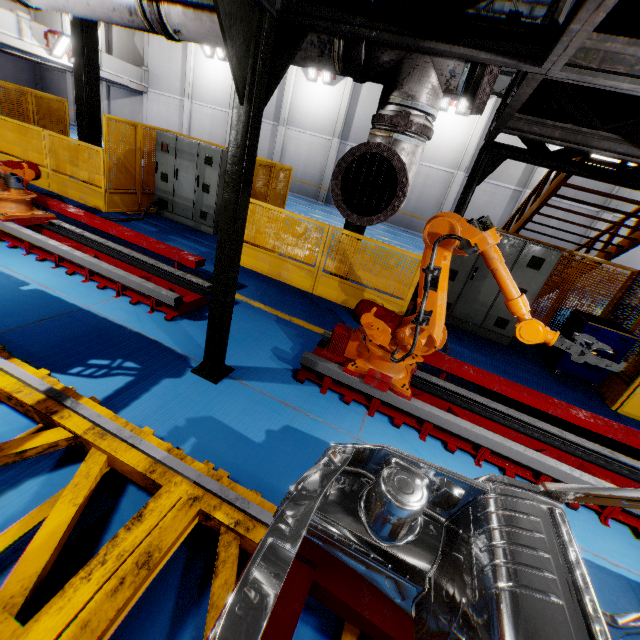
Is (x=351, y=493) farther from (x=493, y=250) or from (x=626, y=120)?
(x=626, y=120)

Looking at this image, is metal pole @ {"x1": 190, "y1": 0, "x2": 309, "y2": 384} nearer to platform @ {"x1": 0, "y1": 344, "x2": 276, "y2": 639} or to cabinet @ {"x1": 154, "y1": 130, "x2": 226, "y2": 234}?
platform @ {"x1": 0, "y1": 344, "x2": 276, "y2": 639}

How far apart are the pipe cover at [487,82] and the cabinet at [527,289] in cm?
434

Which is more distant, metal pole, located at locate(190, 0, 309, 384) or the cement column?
the cement column

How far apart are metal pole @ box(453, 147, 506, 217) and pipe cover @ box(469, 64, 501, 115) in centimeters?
271cm

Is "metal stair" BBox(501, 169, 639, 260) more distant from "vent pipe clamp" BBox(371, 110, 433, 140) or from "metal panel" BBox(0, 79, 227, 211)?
"vent pipe clamp" BBox(371, 110, 433, 140)

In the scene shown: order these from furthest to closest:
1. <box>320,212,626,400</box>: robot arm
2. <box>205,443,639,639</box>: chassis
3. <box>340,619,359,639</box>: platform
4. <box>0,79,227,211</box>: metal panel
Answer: <box>0,79,227,211</box>: metal panel
<box>320,212,626,400</box>: robot arm
<box>340,619,359,639</box>: platform
<box>205,443,639,639</box>: chassis

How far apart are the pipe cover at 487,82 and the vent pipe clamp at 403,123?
0.3m
